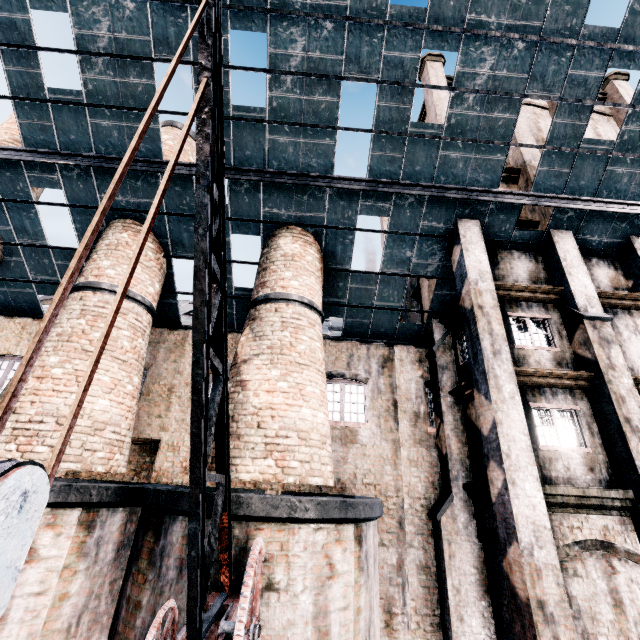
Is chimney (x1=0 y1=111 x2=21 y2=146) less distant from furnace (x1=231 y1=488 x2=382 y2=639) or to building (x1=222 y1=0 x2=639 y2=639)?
building (x1=222 y1=0 x2=639 y2=639)

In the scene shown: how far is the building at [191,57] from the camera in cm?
983

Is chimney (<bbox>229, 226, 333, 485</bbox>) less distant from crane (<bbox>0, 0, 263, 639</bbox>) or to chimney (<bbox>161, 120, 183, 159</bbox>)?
crane (<bbox>0, 0, 263, 639</bbox>)

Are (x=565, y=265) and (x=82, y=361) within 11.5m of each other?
no

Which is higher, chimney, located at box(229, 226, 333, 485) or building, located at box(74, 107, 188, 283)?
building, located at box(74, 107, 188, 283)

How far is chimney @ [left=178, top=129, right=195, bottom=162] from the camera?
14.75m

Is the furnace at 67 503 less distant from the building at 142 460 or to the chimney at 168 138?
the building at 142 460

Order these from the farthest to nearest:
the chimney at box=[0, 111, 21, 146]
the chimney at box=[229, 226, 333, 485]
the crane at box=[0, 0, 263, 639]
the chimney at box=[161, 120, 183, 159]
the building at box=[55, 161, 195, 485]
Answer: the chimney at box=[161, 120, 183, 159] < the chimney at box=[0, 111, 21, 146] < the building at box=[55, 161, 195, 485] < the chimney at box=[229, 226, 333, 485] < the crane at box=[0, 0, 263, 639]
